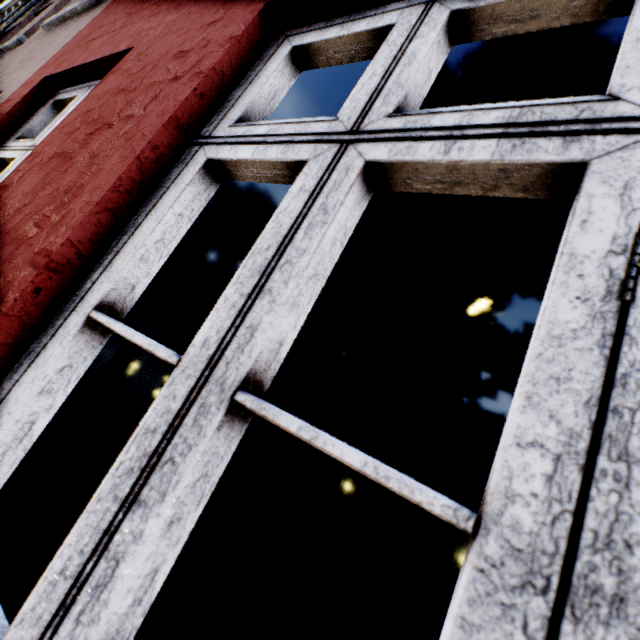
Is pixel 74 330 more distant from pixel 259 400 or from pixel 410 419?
pixel 410 419
